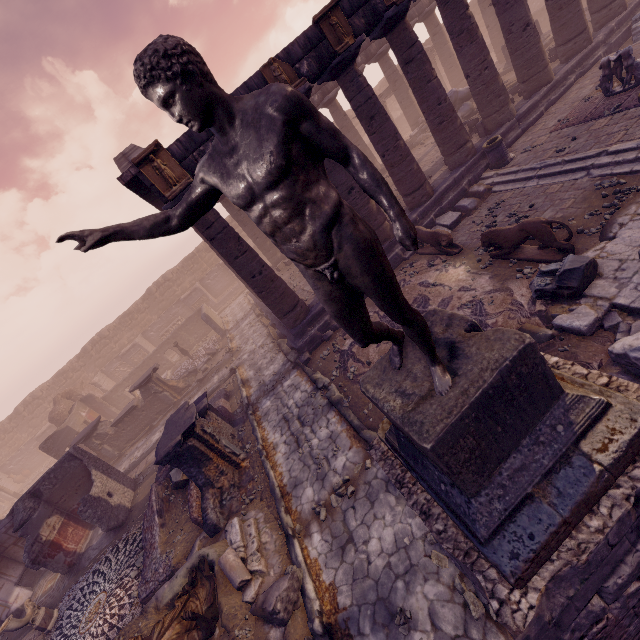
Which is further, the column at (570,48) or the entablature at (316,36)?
the column at (570,48)

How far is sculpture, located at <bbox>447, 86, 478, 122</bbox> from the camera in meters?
16.3 m

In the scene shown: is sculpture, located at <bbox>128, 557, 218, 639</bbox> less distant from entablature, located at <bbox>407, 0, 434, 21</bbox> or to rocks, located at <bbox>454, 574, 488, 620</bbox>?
rocks, located at <bbox>454, 574, 488, 620</bbox>

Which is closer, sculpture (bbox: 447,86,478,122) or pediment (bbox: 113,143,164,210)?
pediment (bbox: 113,143,164,210)

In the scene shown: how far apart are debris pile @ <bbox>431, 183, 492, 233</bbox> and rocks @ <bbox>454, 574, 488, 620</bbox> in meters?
9.0 m

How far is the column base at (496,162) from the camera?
11.1m

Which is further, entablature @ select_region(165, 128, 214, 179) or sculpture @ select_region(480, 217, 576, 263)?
entablature @ select_region(165, 128, 214, 179)

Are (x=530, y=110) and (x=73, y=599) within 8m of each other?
no
